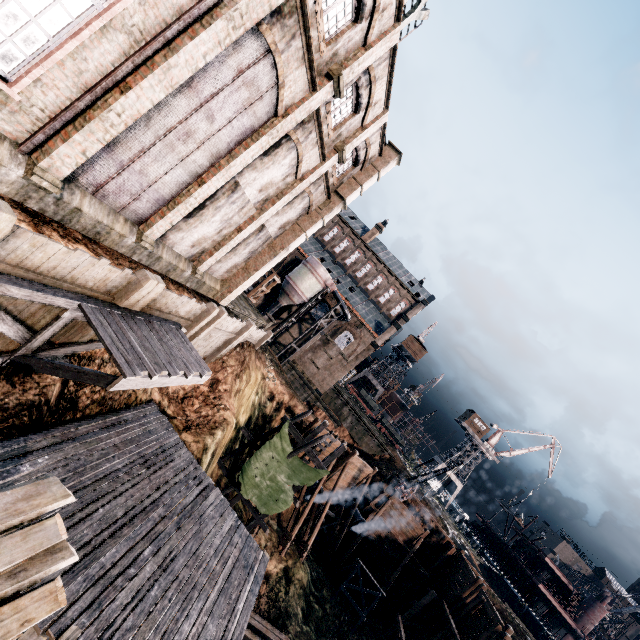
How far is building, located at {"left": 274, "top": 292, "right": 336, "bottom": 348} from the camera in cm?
5016

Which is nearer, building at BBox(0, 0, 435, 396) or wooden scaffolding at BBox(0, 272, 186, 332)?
wooden scaffolding at BBox(0, 272, 186, 332)

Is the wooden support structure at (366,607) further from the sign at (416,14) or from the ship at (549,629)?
the sign at (416,14)

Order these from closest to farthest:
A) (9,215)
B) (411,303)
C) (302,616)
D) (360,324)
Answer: (9,215)
(302,616)
(360,324)
(411,303)

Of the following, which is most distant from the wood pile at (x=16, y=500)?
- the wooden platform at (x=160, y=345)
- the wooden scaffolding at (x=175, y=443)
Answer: the wooden scaffolding at (x=175, y=443)

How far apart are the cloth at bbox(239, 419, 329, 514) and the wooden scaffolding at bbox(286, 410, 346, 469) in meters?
0.0

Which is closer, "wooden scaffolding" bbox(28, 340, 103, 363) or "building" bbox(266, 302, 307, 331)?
"wooden scaffolding" bbox(28, 340, 103, 363)

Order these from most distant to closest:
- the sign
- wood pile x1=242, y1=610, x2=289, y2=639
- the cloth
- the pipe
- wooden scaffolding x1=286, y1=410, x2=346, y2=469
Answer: the pipe
wooden scaffolding x1=286, y1=410, x2=346, y2=469
the cloth
wood pile x1=242, y1=610, x2=289, y2=639
the sign
